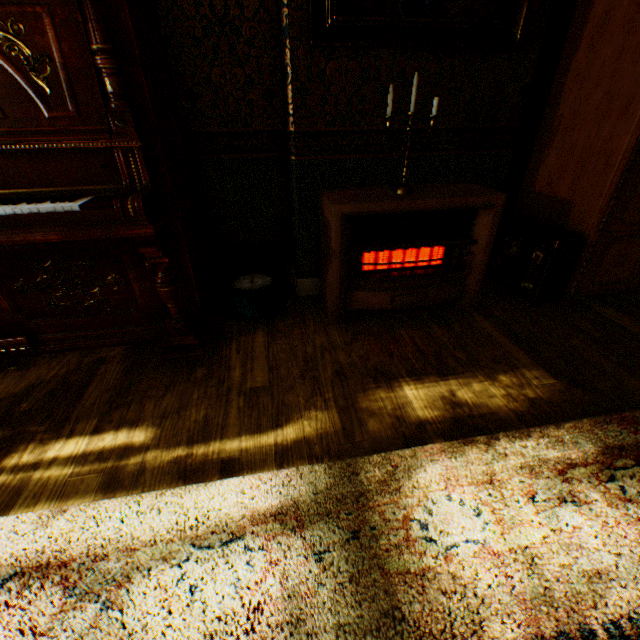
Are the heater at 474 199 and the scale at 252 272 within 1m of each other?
yes

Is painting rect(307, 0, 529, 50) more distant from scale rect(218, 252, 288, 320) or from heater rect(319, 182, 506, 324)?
scale rect(218, 252, 288, 320)

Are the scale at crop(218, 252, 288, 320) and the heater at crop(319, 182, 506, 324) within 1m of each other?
yes

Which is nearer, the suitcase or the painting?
the painting

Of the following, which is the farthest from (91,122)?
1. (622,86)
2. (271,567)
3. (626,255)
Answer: (626,255)

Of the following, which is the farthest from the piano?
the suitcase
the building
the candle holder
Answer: the suitcase

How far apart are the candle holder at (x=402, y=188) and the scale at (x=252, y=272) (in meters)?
1.04

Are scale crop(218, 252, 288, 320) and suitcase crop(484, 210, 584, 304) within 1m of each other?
no
